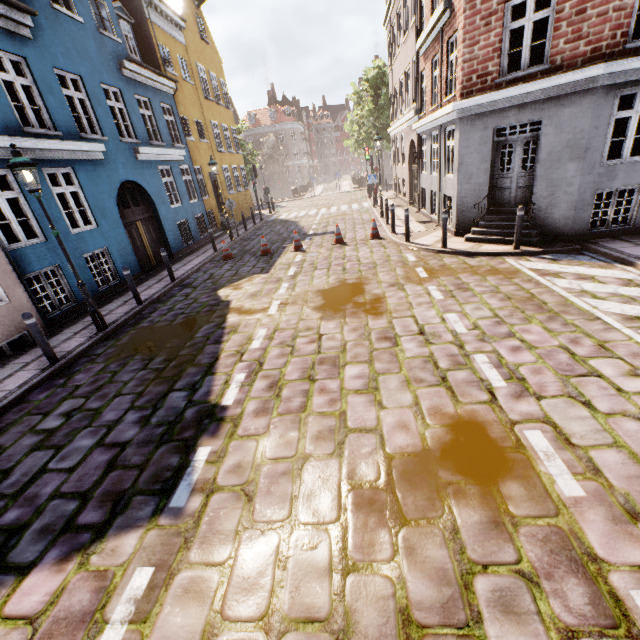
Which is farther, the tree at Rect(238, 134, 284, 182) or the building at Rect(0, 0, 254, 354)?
the tree at Rect(238, 134, 284, 182)

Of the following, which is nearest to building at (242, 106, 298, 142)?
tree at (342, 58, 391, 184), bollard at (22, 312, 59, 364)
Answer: tree at (342, 58, 391, 184)

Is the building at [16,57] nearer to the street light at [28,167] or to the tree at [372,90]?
the tree at [372,90]

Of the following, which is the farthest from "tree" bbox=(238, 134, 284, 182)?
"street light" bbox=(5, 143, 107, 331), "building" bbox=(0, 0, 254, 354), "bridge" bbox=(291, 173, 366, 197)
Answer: "street light" bbox=(5, 143, 107, 331)

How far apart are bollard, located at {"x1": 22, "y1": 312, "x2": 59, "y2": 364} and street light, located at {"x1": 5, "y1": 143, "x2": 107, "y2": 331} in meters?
1.3

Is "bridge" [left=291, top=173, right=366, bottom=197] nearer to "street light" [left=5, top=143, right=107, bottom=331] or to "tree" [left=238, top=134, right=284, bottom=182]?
"tree" [left=238, top=134, right=284, bottom=182]

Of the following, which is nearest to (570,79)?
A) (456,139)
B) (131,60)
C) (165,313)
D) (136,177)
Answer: (456,139)

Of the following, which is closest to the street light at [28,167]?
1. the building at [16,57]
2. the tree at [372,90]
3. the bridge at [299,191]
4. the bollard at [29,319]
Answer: the bollard at [29,319]
